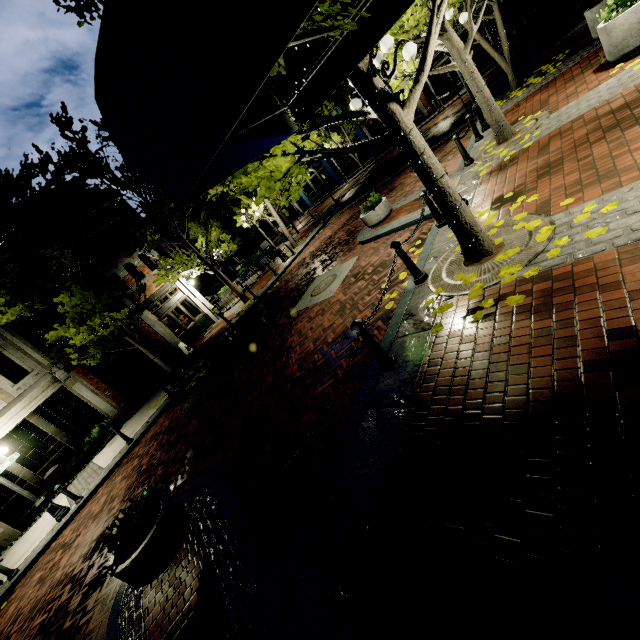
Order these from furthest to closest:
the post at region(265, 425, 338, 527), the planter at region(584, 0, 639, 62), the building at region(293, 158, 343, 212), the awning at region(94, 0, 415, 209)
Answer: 1. the building at region(293, 158, 343, 212)
2. the planter at region(584, 0, 639, 62)
3. the post at region(265, 425, 338, 527)
4. the awning at region(94, 0, 415, 209)

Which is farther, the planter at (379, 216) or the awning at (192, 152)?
the planter at (379, 216)

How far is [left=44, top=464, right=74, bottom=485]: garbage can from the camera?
12.14m

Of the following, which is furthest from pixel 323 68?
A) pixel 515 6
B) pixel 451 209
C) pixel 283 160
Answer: pixel 515 6

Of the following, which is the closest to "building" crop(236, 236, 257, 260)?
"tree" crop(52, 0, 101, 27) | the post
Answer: "tree" crop(52, 0, 101, 27)

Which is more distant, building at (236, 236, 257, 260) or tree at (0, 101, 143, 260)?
building at (236, 236, 257, 260)

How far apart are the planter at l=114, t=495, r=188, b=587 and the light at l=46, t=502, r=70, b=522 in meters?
7.2 m

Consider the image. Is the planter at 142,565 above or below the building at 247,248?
below
